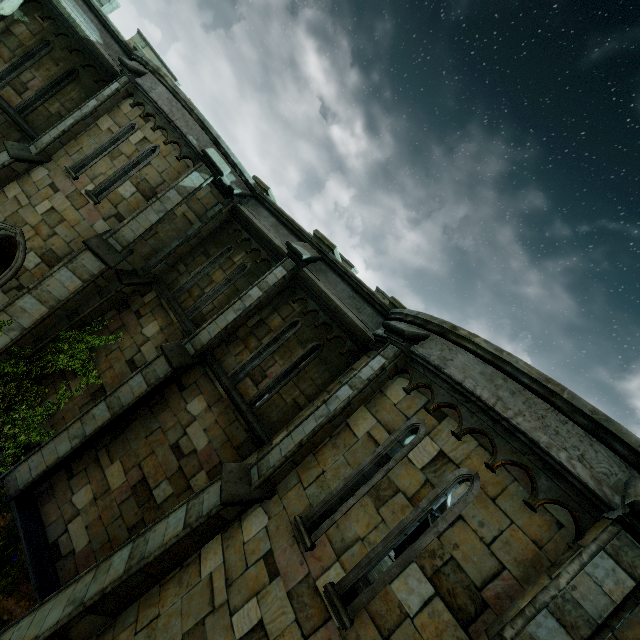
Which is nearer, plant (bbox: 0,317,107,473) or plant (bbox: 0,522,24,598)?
plant (bbox: 0,522,24,598)

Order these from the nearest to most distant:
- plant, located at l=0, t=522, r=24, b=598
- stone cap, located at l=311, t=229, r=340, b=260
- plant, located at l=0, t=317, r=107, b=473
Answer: plant, located at l=0, t=522, r=24, b=598
plant, located at l=0, t=317, r=107, b=473
stone cap, located at l=311, t=229, r=340, b=260

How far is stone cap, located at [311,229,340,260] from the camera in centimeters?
925cm

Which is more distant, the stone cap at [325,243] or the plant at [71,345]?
the stone cap at [325,243]

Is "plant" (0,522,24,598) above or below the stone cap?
below

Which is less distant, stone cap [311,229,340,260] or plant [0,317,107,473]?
plant [0,317,107,473]

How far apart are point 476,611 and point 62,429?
9.78m
